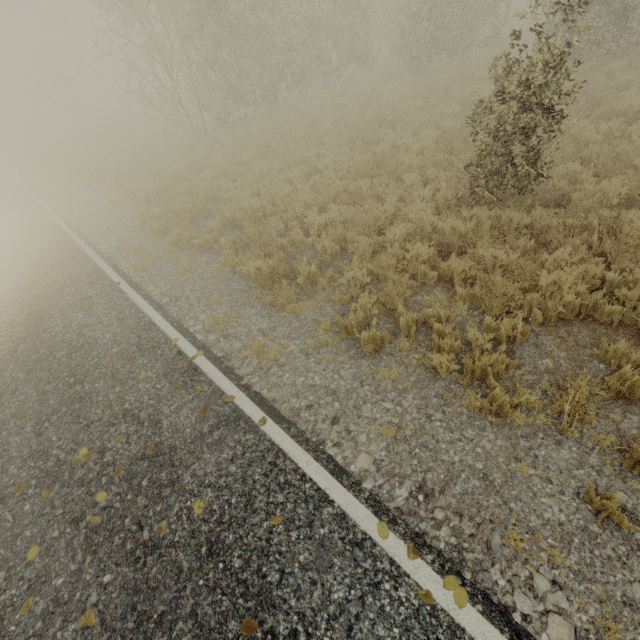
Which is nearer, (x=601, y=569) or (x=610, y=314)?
(x=601, y=569)

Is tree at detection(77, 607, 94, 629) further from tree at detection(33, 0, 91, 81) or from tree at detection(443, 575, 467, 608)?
tree at detection(33, 0, 91, 81)

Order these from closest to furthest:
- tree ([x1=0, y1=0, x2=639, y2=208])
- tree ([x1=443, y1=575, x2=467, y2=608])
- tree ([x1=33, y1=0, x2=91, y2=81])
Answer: tree ([x1=443, y1=575, x2=467, y2=608]) → tree ([x1=0, y1=0, x2=639, y2=208]) → tree ([x1=33, y1=0, x2=91, y2=81])

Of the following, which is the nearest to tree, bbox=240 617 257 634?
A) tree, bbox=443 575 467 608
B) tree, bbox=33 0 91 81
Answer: tree, bbox=443 575 467 608

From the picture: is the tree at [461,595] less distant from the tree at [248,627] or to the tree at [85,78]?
the tree at [248,627]

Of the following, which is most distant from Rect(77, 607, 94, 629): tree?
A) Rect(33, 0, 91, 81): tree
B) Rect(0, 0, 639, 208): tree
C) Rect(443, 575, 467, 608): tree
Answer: Rect(33, 0, 91, 81): tree

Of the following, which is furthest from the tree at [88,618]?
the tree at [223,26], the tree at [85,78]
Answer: the tree at [85,78]
